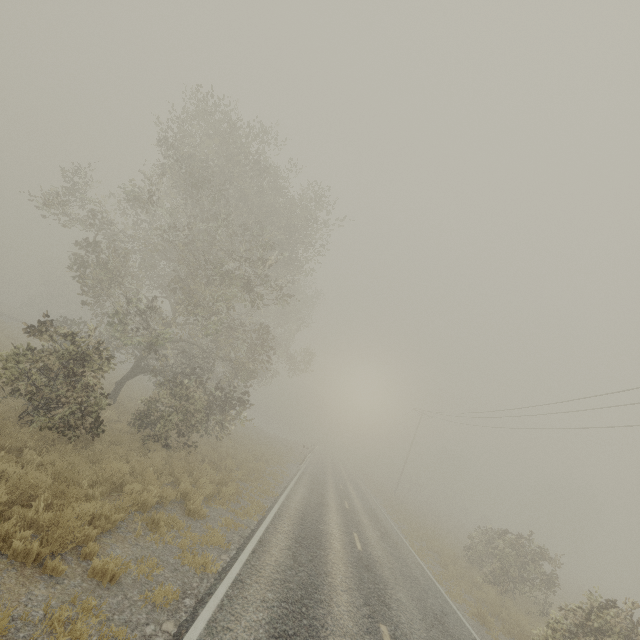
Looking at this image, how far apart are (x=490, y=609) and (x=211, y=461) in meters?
13.7
